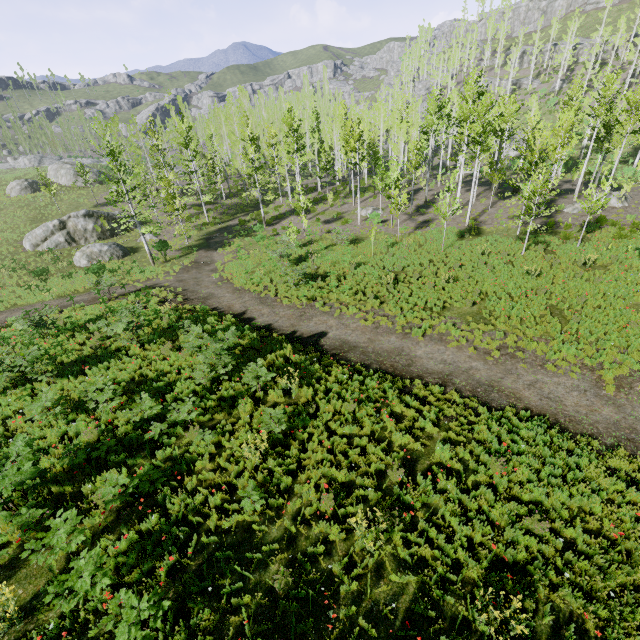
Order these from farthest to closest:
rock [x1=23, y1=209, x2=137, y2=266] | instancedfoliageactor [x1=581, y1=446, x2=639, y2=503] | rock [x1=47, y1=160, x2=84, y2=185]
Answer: rock [x1=47, y1=160, x2=84, y2=185] → rock [x1=23, y1=209, x2=137, y2=266] → instancedfoliageactor [x1=581, y1=446, x2=639, y2=503]

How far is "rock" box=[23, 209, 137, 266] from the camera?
29.08m

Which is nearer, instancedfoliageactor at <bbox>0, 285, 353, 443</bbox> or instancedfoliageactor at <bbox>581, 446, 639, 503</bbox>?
instancedfoliageactor at <bbox>581, 446, 639, 503</bbox>

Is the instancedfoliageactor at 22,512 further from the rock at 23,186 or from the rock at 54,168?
the rock at 23,186

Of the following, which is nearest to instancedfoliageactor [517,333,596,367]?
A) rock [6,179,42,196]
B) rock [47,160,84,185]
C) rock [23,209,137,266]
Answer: rock [47,160,84,185]

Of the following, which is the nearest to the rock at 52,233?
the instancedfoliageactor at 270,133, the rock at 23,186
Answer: the instancedfoliageactor at 270,133

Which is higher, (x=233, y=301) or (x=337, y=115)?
(x=337, y=115)
